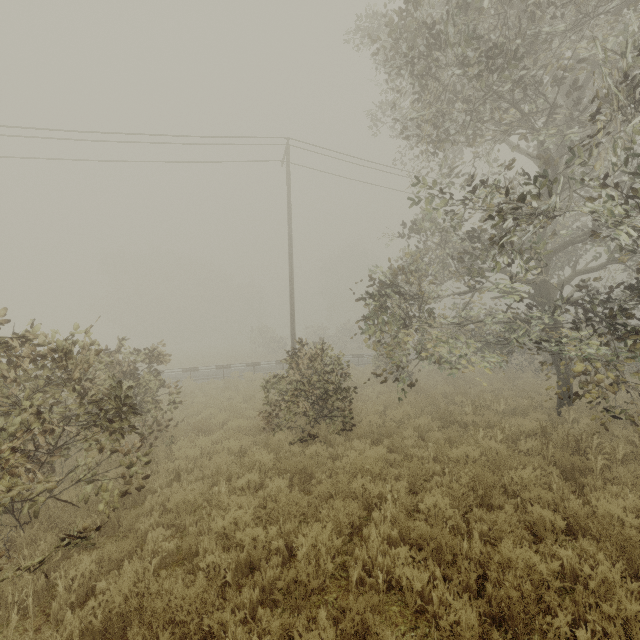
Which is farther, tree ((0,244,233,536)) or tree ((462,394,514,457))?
tree ((462,394,514,457))

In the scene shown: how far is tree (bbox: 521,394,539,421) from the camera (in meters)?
9.45

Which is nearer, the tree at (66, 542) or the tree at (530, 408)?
the tree at (66, 542)

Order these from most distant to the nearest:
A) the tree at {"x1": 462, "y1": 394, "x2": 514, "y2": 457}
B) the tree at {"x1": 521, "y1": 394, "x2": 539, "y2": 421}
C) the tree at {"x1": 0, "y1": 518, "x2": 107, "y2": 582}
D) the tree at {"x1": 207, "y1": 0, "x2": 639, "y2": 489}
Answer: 1. the tree at {"x1": 521, "y1": 394, "x2": 539, "y2": 421}
2. the tree at {"x1": 462, "y1": 394, "x2": 514, "y2": 457}
3. the tree at {"x1": 207, "y1": 0, "x2": 639, "y2": 489}
4. the tree at {"x1": 0, "y1": 518, "x2": 107, "y2": 582}

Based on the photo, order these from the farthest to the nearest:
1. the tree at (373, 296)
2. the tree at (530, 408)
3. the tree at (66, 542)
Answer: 1. the tree at (530, 408)
2. the tree at (373, 296)
3. the tree at (66, 542)

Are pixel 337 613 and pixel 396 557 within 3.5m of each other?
yes

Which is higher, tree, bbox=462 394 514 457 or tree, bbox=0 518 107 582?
tree, bbox=0 518 107 582
